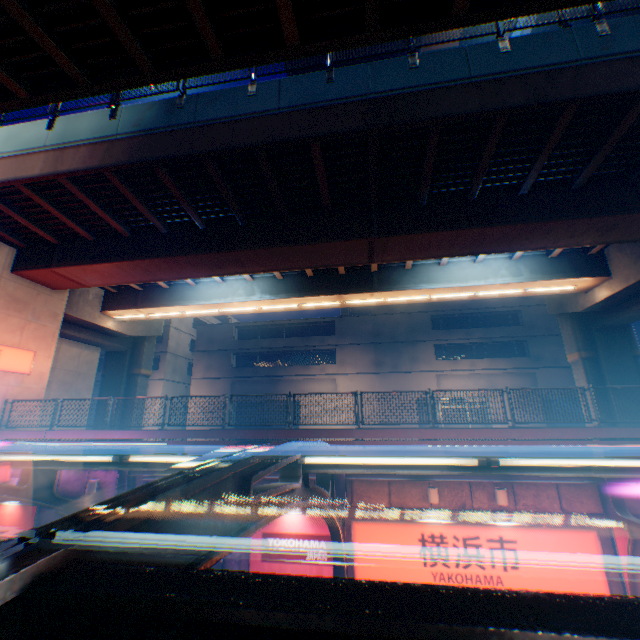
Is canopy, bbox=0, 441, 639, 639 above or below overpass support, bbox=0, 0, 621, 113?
below

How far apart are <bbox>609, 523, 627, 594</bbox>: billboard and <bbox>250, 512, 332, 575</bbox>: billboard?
7.6 meters

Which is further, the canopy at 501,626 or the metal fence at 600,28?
the metal fence at 600,28

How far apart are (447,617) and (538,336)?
35.7 meters

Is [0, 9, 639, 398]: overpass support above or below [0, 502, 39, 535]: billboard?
above

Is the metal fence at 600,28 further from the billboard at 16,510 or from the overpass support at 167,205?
the billboard at 16,510

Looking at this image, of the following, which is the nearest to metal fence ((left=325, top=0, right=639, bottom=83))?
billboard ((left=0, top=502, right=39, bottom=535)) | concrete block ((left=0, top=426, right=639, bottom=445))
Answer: concrete block ((left=0, top=426, right=639, bottom=445))

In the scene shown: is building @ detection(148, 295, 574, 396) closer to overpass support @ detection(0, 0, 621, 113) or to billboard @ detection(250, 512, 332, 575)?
overpass support @ detection(0, 0, 621, 113)
